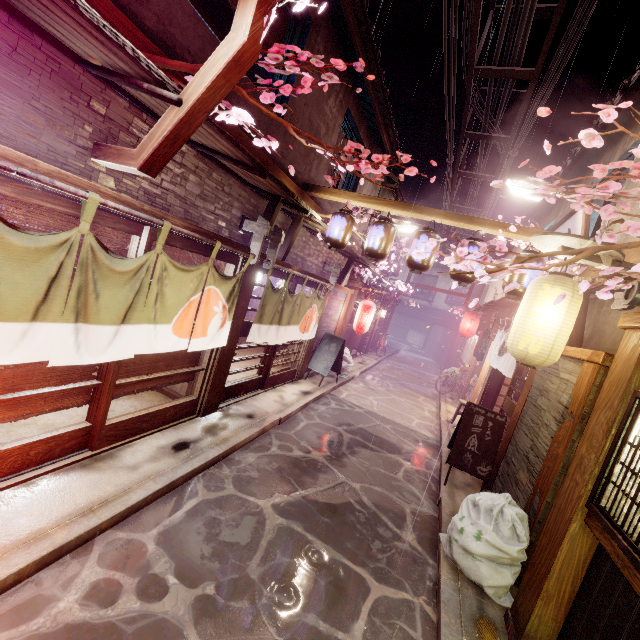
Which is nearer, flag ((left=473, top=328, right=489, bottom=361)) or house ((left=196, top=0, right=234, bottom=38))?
house ((left=196, top=0, right=234, bottom=38))

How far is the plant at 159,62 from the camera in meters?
5.0

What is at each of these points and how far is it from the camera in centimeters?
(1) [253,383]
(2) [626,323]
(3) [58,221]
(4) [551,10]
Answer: (1) door, 1301cm
(2) wood bar, 548cm
(3) blind, 531cm
(4) z, 1112cm

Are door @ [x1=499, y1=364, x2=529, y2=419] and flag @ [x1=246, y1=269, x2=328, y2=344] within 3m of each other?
no

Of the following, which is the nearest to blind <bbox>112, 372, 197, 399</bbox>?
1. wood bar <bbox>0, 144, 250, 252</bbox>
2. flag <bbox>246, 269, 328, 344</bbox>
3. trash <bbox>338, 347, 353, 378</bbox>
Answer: flag <bbox>246, 269, 328, 344</bbox>

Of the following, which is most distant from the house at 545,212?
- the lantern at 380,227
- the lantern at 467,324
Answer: the lantern at 380,227

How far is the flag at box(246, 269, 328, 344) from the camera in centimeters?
1078cm

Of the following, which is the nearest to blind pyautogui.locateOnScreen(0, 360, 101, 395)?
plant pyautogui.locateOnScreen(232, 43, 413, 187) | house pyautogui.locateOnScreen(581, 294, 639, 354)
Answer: plant pyautogui.locateOnScreen(232, 43, 413, 187)
